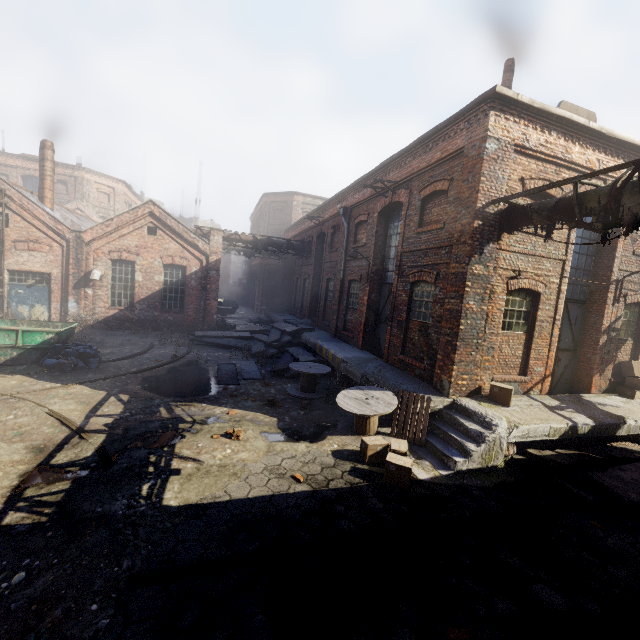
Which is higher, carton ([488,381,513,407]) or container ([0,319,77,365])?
carton ([488,381,513,407])

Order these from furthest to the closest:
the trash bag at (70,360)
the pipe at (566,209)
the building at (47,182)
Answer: the building at (47,182), the trash bag at (70,360), the pipe at (566,209)

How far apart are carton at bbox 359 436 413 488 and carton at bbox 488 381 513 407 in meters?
Answer: 2.8 m

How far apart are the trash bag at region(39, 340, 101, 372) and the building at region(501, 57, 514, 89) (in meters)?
16.18

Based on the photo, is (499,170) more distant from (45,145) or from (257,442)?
(45,145)

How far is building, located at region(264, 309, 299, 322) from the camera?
24.04m

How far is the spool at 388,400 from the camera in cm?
773

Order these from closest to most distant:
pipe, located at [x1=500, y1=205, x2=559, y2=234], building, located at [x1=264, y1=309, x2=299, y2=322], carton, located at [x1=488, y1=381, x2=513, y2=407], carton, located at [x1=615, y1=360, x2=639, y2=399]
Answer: pipe, located at [x1=500, y1=205, x2=559, y2=234] < carton, located at [x1=488, y1=381, x2=513, y2=407] < carton, located at [x1=615, y1=360, x2=639, y2=399] < building, located at [x1=264, y1=309, x2=299, y2=322]
